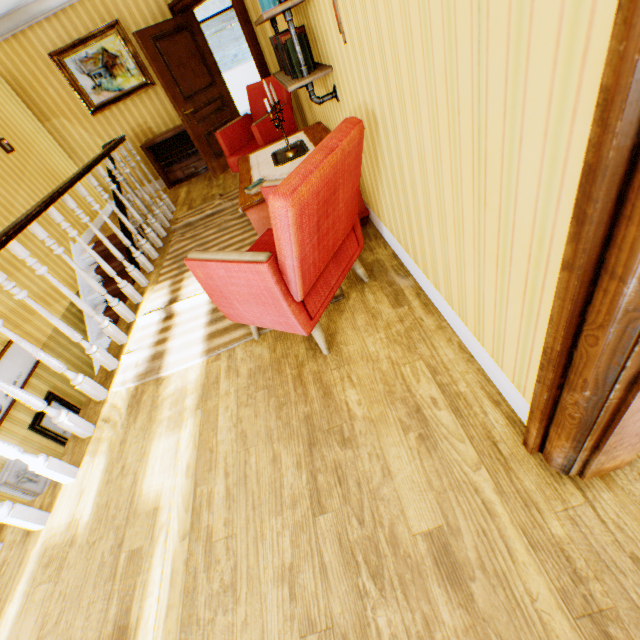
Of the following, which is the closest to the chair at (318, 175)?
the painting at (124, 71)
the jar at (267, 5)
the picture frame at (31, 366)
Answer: the jar at (267, 5)

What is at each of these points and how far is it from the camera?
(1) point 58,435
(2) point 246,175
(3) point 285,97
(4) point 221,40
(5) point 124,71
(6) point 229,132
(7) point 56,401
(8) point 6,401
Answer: (1) picture frame, 4.2m
(2) table, 3.4m
(3) chair, 4.4m
(4) blinds, 8.8m
(5) painting, 5.9m
(6) chair, 4.7m
(7) picture frame, 4.3m
(8) picture frame, 3.7m

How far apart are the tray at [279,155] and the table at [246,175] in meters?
0.0 m

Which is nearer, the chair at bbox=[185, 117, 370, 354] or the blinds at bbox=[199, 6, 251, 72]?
the chair at bbox=[185, 117, 370, 354]

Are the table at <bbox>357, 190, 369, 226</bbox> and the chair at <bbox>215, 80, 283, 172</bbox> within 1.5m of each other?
yes

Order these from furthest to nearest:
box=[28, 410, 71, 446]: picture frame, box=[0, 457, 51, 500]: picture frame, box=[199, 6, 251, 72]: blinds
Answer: box=[199, 6, 251, 72]: blinds
box=[28, 410, 71, 446]: picture frame
box=[0, 457, 51, 500]: picture frame

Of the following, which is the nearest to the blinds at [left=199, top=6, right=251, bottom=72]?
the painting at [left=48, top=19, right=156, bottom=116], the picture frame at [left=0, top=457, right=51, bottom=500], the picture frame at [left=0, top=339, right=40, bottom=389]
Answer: the painting at [left=48, top=19, right=156, bottom=116]

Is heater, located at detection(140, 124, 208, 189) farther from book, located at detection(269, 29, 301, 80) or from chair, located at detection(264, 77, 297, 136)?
book, located at detection(269, 29, 301, 80)
